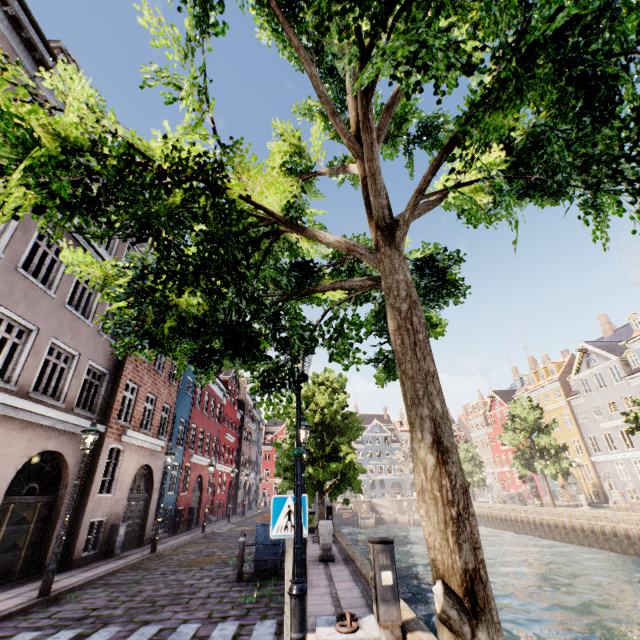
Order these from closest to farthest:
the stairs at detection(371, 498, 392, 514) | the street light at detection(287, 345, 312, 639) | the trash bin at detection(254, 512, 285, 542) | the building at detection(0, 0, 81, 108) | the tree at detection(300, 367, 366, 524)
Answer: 1. the street light at detection(287, 345, 312, 639)
2. the building at detection(0, 0, 81, 108)
3. the trash bin at detection(254, 512, 285, 542)
4. the tree at detection(300, 367, 366, 524)
5. the stairs at detection(371, 498, 392, 514)

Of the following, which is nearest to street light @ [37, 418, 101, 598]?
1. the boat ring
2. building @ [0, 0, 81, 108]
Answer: building @ [0, 0, 81, 108]

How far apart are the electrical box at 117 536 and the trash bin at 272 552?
6.62m

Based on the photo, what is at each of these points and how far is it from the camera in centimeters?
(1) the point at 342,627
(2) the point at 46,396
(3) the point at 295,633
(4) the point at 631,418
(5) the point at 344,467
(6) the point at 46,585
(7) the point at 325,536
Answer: (1) boat ring, 502cm
(2) building, 1010cm
(3) street light, 274cm
(4) tree, 2050cm
(5) tree, 1520cm
(6) street light, 743cm
(7) pillar, 1047cm

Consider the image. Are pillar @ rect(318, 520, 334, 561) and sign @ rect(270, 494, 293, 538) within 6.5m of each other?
no

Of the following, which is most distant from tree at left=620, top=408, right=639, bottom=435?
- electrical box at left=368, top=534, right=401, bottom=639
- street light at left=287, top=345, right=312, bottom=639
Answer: electrical box at left=368, top=534, right=401, bottom=639

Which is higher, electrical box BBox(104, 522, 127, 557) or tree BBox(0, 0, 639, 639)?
tree BBox(0, 0, 639, 639)

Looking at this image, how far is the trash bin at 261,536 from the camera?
9.2m
